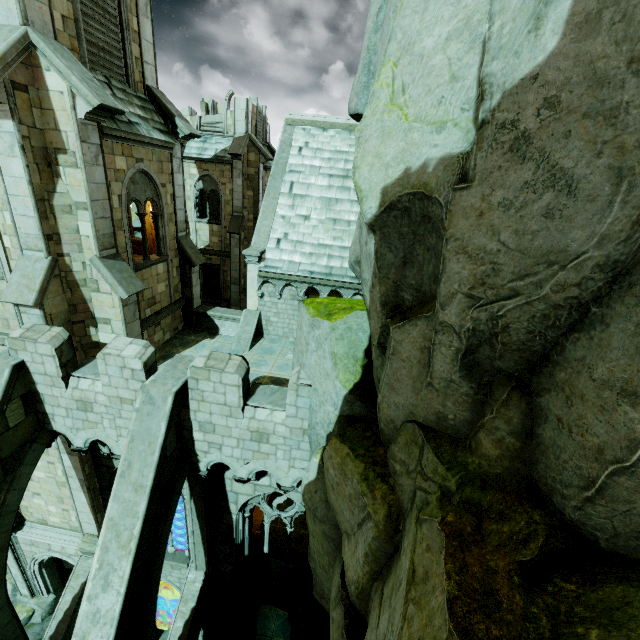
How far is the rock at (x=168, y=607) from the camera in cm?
1717

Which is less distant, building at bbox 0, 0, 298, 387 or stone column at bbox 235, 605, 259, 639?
building at bbox 0, 0, 298, 387

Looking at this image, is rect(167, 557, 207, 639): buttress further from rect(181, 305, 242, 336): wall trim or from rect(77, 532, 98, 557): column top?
rect(181, 305, 242, 336): wall trim

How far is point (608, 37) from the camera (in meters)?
2.31

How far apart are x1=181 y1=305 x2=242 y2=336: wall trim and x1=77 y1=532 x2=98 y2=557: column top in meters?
8.3 m

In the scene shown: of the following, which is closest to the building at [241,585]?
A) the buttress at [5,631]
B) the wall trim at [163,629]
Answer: the wall trim at [163,629]

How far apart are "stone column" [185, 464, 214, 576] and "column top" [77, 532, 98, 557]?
3.3m

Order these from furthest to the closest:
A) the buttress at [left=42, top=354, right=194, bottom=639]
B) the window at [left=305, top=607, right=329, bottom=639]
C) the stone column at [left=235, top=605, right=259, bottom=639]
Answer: the stone column at [left=235, top=605, right=259, bottom=639], the window at [left=305, top=607, right=329, bottom=639], the buttress at [left=42, top=354, right=194, bottom=639]
